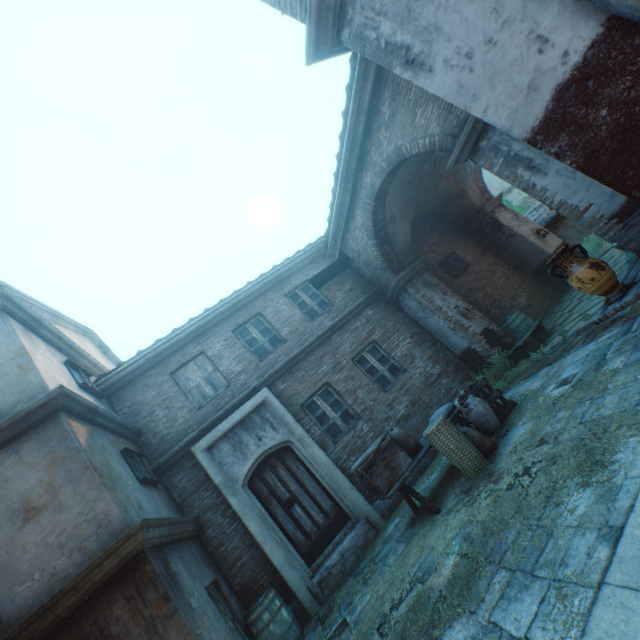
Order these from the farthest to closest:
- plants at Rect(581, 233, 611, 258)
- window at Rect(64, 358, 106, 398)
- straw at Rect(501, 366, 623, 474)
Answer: plants at Rect(581, 233, 611, 258), window at Rect(64, 358, 106, 398), straw at Rect(501, 366, 623, 474)

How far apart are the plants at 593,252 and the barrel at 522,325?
3.8m

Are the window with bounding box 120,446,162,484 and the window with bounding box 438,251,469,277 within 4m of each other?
no

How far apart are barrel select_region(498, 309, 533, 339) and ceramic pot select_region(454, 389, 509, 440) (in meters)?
4.06

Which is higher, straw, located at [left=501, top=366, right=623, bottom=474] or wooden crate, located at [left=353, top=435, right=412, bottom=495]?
wooden crate, located at [left=353, top=435, right=412, bottom=495]

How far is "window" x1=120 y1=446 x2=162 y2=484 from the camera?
6.1 meters

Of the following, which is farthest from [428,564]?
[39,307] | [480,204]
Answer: [480,204]

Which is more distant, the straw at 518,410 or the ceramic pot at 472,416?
the ceramic pot at 472,416
